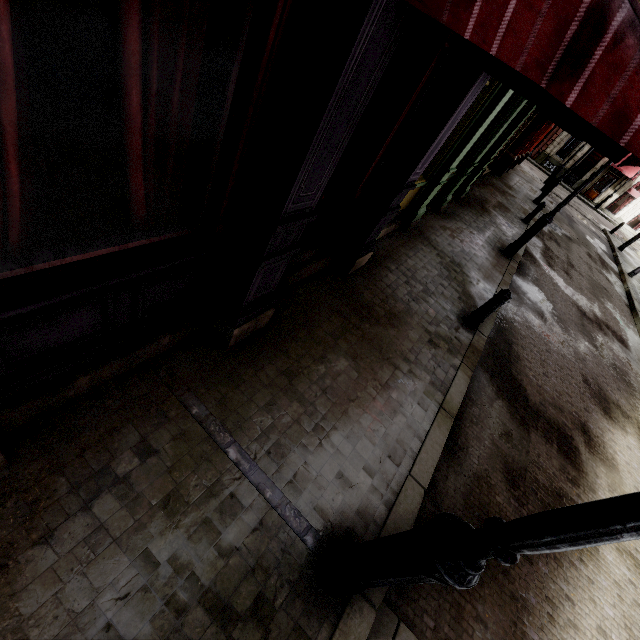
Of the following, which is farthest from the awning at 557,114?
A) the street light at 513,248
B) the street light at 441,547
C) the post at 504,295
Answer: the street light at 513,248

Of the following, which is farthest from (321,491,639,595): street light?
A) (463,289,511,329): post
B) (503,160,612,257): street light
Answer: (503,160,612,257): street light

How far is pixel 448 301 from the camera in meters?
6.5

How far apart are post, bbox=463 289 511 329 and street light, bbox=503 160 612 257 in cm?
474

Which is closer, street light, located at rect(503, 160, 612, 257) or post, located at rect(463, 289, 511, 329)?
post, located at rect(463, 289, 511, 329)

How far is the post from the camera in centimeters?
569cm

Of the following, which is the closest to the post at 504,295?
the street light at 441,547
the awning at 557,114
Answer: the awning at 557,114

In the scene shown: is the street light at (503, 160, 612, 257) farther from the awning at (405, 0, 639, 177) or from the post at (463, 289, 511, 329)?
the awning at (405, 0, 639, 177)
